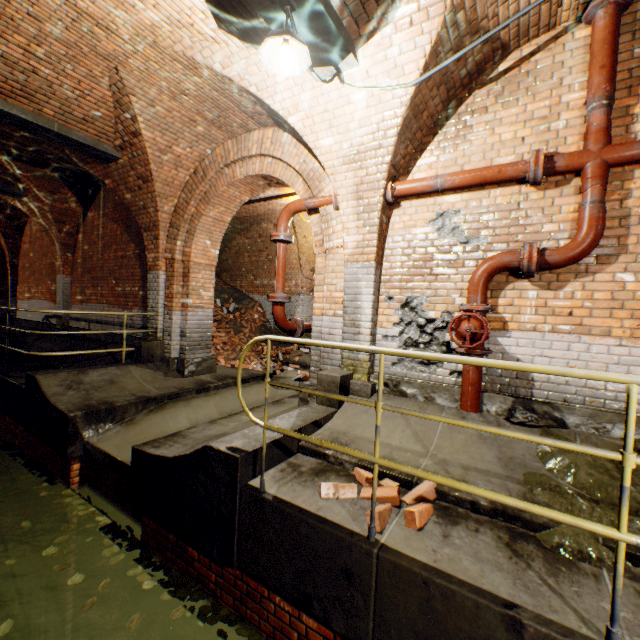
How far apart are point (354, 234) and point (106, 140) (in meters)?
5.04

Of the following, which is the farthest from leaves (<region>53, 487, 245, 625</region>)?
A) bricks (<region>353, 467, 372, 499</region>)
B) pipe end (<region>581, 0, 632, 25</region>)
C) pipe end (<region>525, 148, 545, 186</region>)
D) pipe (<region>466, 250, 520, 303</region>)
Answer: pipe end (<region>581, 0, 632, 25</region>)

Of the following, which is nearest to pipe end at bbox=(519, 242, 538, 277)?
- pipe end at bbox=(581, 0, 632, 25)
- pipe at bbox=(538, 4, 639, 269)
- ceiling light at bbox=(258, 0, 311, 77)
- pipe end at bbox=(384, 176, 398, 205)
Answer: pipe at bbox=(538, 4, 639, 269)

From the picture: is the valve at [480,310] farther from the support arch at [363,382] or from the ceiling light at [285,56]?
the ceiling light at [285,56]

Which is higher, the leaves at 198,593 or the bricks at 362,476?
the bricks at 362,476

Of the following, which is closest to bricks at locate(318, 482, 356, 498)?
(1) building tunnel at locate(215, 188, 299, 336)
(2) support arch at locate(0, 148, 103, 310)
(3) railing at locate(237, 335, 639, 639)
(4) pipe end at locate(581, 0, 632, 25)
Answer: (3) railing at locate(237, 335, 639, 639)

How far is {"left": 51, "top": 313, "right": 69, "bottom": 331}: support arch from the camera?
9.7 meters

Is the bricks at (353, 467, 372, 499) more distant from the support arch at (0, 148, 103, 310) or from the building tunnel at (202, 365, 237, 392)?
the support arch at (0, 148, 103, 310)
